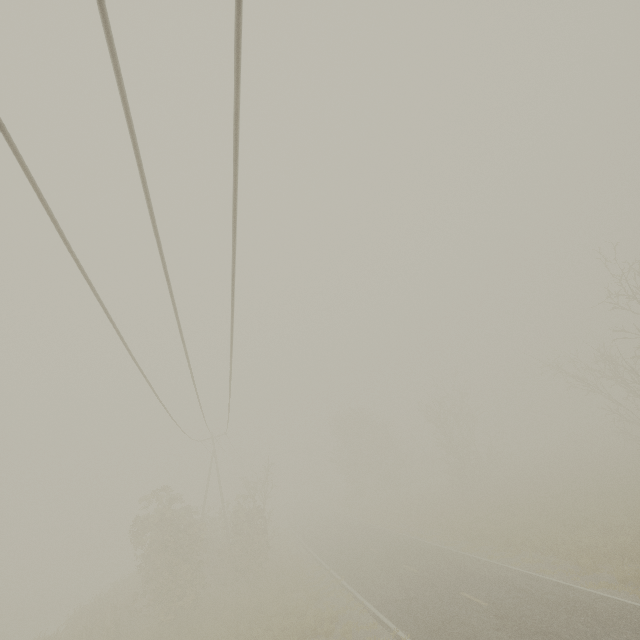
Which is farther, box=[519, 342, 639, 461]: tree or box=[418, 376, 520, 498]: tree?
box=[418, 376, 520, 498]: tree

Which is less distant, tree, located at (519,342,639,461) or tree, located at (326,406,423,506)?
tree, located at (519,342,639,461)

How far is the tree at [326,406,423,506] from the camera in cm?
4553

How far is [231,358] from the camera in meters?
10.4 m

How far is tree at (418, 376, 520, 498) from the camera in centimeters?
3616cm

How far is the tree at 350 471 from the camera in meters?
45.5 m

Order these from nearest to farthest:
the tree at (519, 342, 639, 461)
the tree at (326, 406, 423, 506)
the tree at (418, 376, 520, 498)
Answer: the tree at (519, 342, 639, 461), the tree at (418, 376, 520, 498), the tree at (326, 406, 423, 506)

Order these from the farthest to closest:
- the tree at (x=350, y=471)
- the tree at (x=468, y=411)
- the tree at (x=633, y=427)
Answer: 1. the tree at (x=350, y=471)
2. the tree at (x=468, y=411)
3. the tree at (x=633, y=427)
